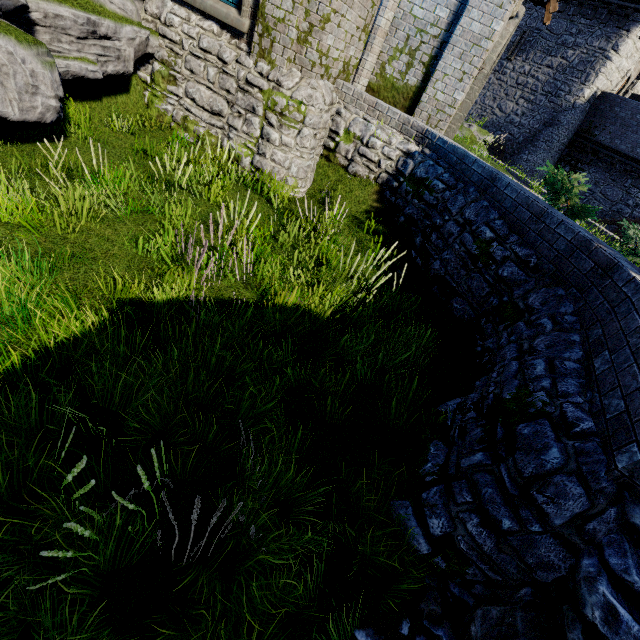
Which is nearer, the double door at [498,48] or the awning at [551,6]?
the double door at [498,48]

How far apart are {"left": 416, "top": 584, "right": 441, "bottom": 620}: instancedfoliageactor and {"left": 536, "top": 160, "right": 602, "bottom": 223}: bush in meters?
6.3 m

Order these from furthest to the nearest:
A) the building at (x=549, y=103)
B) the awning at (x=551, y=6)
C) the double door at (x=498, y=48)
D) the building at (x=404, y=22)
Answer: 1. the building at (x=549, y=103)
2. the awning at (x=551, y=6)
3. the double door at (x=498, y=48)
4. the building at (x=404, y=22)

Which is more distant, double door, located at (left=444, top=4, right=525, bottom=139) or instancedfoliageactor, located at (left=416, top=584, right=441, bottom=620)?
double door, located at (left=444, top=4, right=525, bottom=139)

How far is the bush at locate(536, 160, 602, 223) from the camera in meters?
6.0 m

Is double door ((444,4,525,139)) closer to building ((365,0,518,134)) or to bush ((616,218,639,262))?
building ((365,0,518,134))

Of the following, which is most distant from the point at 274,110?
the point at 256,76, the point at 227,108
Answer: the point at 227,108

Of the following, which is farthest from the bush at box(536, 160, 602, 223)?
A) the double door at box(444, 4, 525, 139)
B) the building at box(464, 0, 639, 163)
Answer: the building at box(464, 0, 639, 163)
